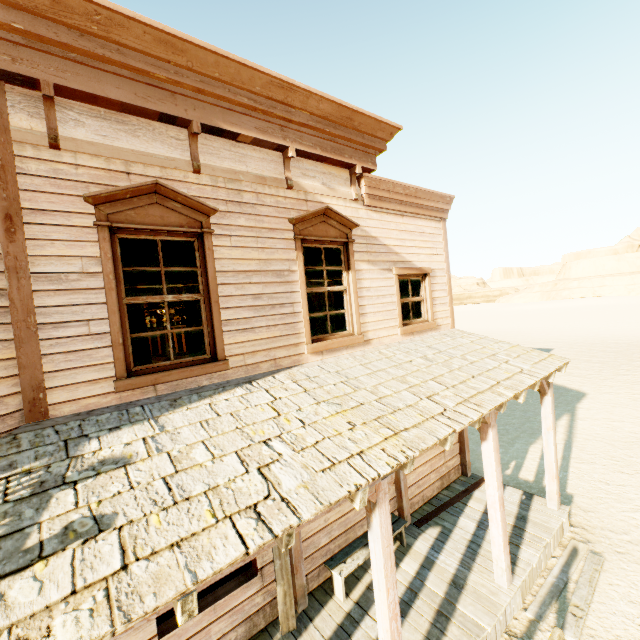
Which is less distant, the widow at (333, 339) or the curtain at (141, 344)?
the curtain at (141, 344)

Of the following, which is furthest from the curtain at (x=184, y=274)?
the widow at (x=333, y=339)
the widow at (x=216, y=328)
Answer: the widow at (x=333, y=339)

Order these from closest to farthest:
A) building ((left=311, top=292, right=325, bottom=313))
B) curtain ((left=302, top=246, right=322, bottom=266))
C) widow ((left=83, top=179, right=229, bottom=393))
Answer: widow ((left=83, top=179, right=229, bottom=393)), curtain ((left=302, top=246, right=322, bottom=266)), building ((left=311, top=292, right=325, bottom=313))

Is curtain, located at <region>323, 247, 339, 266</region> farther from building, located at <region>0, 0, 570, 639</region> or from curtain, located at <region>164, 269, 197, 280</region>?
curtain, located at <region>164, 269, 197, 280</region>

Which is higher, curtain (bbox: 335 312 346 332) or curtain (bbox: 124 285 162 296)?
curtain (bbox: 124 285 162 296)

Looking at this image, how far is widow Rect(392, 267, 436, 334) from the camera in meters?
6.4

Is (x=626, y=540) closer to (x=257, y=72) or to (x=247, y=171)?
(x=247, y=171)
